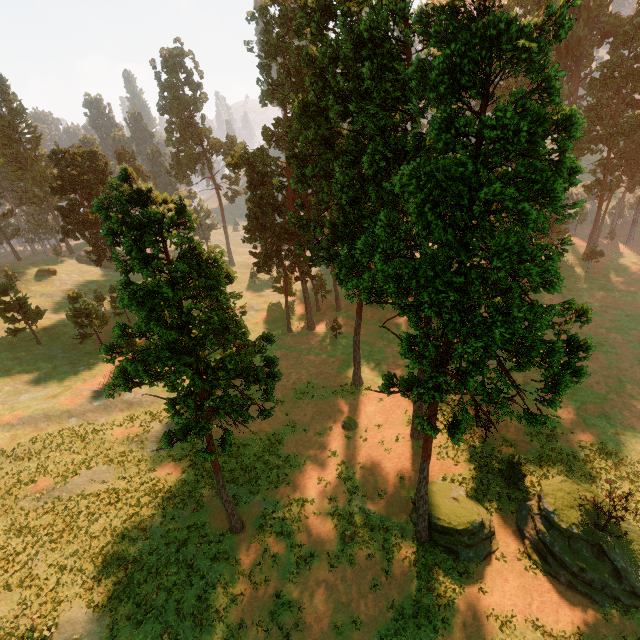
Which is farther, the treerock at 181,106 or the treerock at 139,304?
the treerock at 181,106

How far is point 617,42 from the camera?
49.4 meters

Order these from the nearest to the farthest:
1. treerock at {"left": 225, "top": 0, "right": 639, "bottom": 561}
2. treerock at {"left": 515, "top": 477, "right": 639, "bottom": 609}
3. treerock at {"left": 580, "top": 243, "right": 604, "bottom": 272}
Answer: treerock at {"left": 225, "top": 0, "right": 639, "bottom": 561} < treerock at {"left": 515, "top": 477, "right": 639, "bottom": 609} < treerock at {"left": 580, "top": 243, "right": 604, "bottom": 272}

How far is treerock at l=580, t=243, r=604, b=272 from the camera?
56.0 meters

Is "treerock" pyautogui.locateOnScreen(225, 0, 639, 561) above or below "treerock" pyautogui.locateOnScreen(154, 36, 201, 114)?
below

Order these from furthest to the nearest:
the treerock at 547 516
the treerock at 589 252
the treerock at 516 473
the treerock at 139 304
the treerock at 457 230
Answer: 1. the treerock at 589 252
2. the treerock at 516 473
3. the treerock at 547 516
4. the treerock at 139 304
5. the treerock at 457 230
